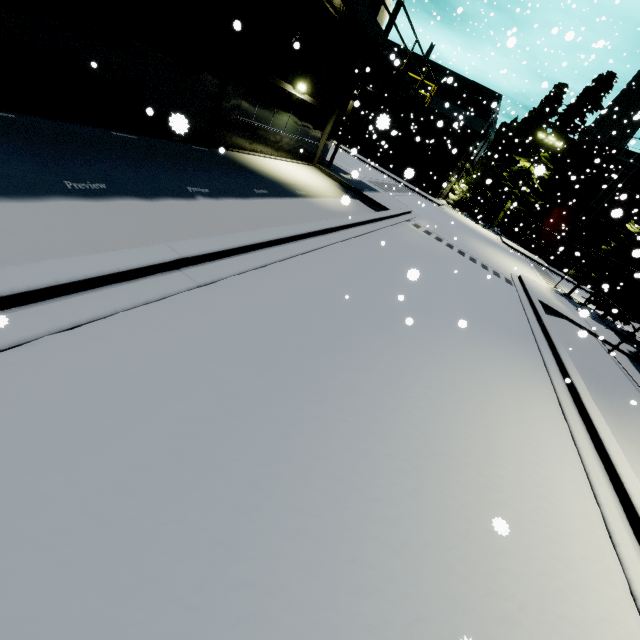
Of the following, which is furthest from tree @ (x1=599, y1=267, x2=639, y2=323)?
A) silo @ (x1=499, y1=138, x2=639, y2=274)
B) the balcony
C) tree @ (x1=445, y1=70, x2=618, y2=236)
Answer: the balcony

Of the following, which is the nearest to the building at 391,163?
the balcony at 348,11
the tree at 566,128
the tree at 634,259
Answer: the balcony at 348,11

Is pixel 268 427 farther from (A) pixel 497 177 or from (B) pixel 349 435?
(A) pixel 497 177

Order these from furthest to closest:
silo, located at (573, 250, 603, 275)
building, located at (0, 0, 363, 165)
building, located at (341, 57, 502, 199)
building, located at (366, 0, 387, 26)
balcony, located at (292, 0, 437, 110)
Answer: silo, located at (573, 250, 603, 275), building, located at (341, 57, 502, 199), building, located at (366, 0, 387, 26), balcony, located at (292, 0, 437, 110), building, located at (0, 0, 363, 165)

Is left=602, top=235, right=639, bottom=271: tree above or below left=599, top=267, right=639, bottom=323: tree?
above

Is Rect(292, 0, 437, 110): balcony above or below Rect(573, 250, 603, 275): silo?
above

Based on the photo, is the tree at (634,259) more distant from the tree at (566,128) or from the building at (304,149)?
the tree at (566,128)

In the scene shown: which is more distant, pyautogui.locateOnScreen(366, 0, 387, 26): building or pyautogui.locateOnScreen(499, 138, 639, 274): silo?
pyautogui.locateOnScreen(499, 138, 639, 274): silo
